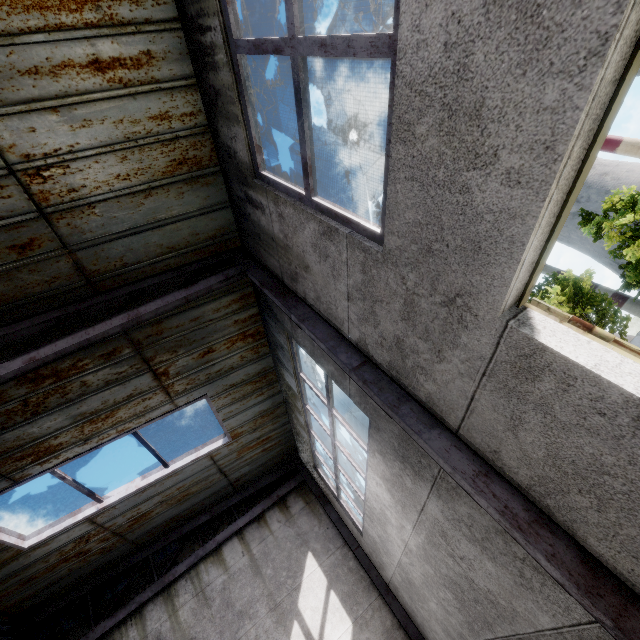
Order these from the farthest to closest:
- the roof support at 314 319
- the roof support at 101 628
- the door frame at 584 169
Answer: the roof support at 101 628
the roof support at 314 319
the door frame at 584 169

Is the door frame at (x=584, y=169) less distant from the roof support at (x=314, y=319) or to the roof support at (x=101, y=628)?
the roof support at (x=314, y=319)

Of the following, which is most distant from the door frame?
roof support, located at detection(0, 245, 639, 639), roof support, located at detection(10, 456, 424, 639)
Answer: roof support, located at detection(10, 456, 424, 639)

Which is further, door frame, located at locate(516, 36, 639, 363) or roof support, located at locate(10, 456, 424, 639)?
roof support, located at locate(10, 456, 424, 639)

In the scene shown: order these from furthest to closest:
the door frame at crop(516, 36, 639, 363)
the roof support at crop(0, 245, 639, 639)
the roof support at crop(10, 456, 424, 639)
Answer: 1. the roof support at crop(10, 456, 424, 639)
2. the roof support at crop(0, 245, 639, 639)
3. the door frame at crop(516, 36, 639, 363)

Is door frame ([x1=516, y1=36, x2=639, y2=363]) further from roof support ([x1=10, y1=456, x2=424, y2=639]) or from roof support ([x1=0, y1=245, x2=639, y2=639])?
roof support ([x1=10, y1=456, x2=424, y2=639])

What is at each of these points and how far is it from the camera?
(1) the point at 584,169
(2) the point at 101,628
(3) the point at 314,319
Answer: (1) door frame, 1.3 meters
(2) roof support, 7.7 meters
(3) roof support, 3.8 meters
